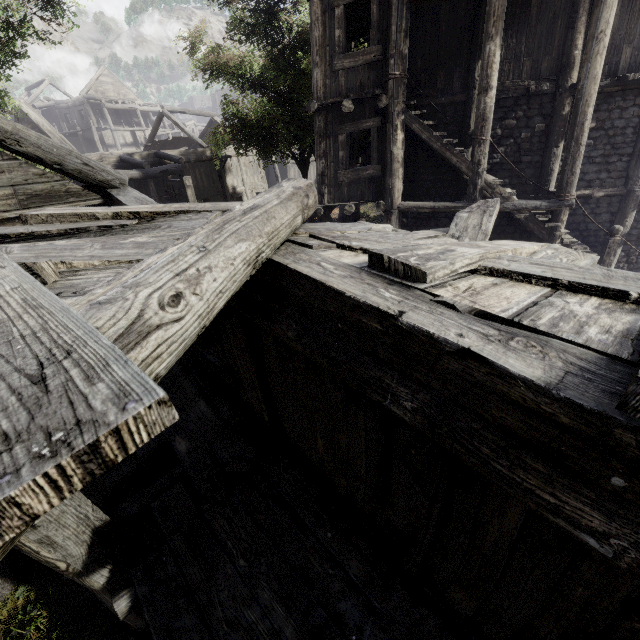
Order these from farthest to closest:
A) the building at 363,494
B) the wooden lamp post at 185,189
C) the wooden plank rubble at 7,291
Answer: the wooden lamp post at 185,189, the building at 363,494, the wooden plank rubble at 7,291

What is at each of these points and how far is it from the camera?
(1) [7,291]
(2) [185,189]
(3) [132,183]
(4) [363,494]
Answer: (1) wooden plank rubble, 1.26m
(2) wooden lamp post, 11.45m
(3) building, 19.80m
(4) building, 3.33m

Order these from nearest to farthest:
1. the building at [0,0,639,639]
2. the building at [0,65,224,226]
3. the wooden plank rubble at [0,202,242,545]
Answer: the wooden plank rubble at [0,202,242,545], the building at [0,0,639,639], the building at [0,65,224,226]

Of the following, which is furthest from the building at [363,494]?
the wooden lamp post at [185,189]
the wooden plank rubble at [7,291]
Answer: the wooden lamp post at [185,189]

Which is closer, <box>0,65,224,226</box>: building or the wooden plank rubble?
the wooden plank rubble

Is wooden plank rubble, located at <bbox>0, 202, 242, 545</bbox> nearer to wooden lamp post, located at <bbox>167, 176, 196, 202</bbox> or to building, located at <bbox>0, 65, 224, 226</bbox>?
building, located at <bbox>0, 65, 224, 226</bbox>

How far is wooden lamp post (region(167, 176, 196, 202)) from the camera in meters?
11.4
